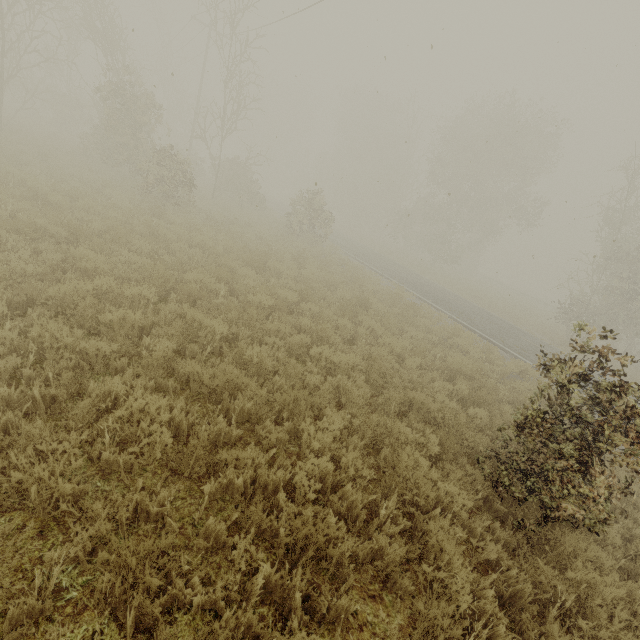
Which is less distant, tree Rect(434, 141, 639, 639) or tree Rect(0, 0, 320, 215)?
tree Rect(434, 141, 639, 639)

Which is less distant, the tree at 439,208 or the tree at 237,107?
the tree at 237,107

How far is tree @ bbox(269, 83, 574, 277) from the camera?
27.0m

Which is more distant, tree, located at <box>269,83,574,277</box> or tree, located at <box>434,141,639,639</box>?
tree, located at <box>269,83,574,277</box>

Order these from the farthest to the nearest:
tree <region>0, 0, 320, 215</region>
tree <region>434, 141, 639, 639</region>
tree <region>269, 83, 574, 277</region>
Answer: tree <region>269, 83, 574, 277</region> → tree <region>0, 0, 320, 215</region> → tree <region>434, 141, 639, 639</region>

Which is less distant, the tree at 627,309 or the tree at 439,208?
the tree at 627,309

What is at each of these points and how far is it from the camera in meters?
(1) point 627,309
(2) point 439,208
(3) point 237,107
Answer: (1) tree, 18.1
(2) tree, 29.3
(3) tree, 18.8
